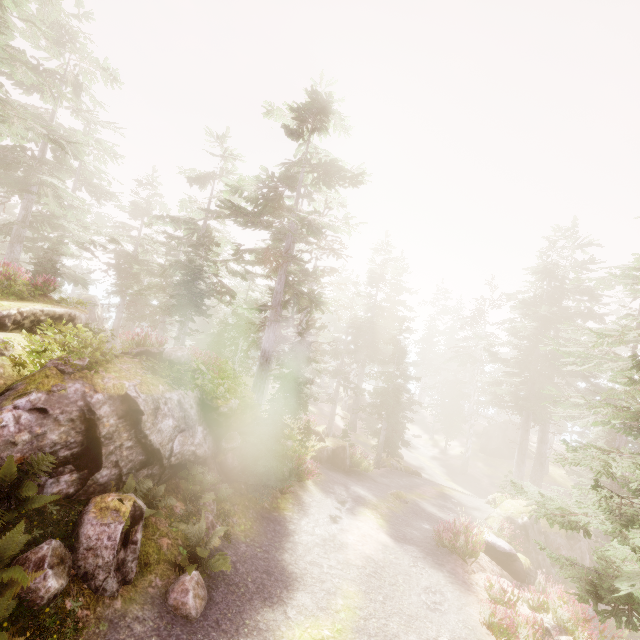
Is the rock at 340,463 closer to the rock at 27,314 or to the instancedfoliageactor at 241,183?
the instancedfoliageactor at 241,183

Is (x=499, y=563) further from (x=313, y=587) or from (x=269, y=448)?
(x=269, y=448)

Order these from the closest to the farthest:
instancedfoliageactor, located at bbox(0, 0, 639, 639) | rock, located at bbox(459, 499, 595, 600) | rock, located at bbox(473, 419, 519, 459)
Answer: instancedfoliageactor, located at bbox(0, 0, 639, 639) < rock, located at bbox(459, 499, 595, 600) < rock, located at bbox(473, 419, 519, 459)

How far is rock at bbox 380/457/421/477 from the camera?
26.23m

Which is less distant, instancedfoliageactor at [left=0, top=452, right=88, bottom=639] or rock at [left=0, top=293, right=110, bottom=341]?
instancedfoliageactor at [left=0, top=452, right=88, bottom=639]

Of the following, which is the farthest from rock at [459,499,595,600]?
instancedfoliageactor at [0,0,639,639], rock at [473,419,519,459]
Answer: rock at [473,419,519,459]

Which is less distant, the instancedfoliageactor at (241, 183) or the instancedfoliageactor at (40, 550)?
the instancedfoliageactor at (40, 550)

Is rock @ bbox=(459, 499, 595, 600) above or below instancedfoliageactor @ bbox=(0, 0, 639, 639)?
below
